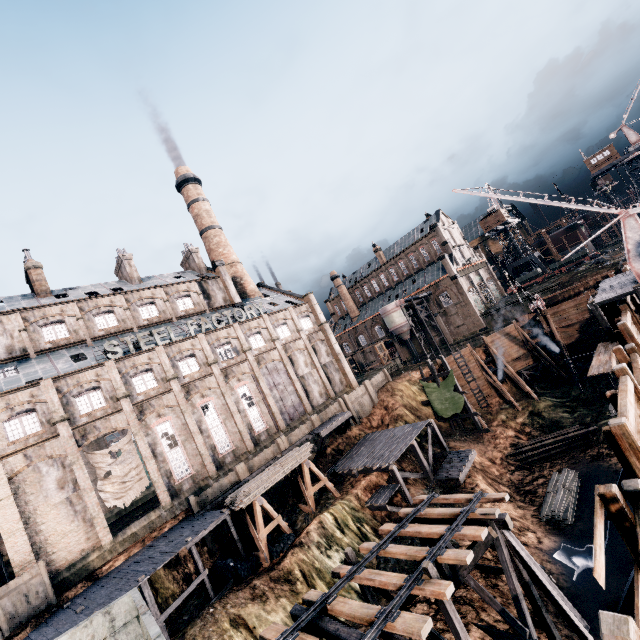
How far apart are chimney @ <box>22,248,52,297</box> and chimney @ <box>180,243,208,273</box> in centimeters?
1684cm

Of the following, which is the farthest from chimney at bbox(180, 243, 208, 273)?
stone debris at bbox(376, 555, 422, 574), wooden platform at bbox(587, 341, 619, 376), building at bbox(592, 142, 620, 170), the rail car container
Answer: building at bbox(592, 142, 620, 170)

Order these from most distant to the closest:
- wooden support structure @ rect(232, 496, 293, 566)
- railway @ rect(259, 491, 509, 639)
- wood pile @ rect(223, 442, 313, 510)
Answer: wood pile @ rect(223, 442, 313, 510) < wooden support structure @ rect(232, 496, 293, 566) < railway @ rect(259, 491, 509, 639)

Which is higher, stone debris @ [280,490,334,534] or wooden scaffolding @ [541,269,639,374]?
wooden scaffolding @ [541,269,639,374]

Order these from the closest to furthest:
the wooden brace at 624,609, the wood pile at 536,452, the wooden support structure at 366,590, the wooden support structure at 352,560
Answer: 1. the wooden support structure at 366,590
2. the wooden support structure at 352,560
3. the wooden brace at 624,609
4. the wood pile at 536,452

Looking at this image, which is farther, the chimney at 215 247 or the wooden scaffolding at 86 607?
the chimney at 215 247

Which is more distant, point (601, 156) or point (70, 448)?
point (601, 156)

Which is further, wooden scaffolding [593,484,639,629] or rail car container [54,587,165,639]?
rail car container [54,587,165,639]
